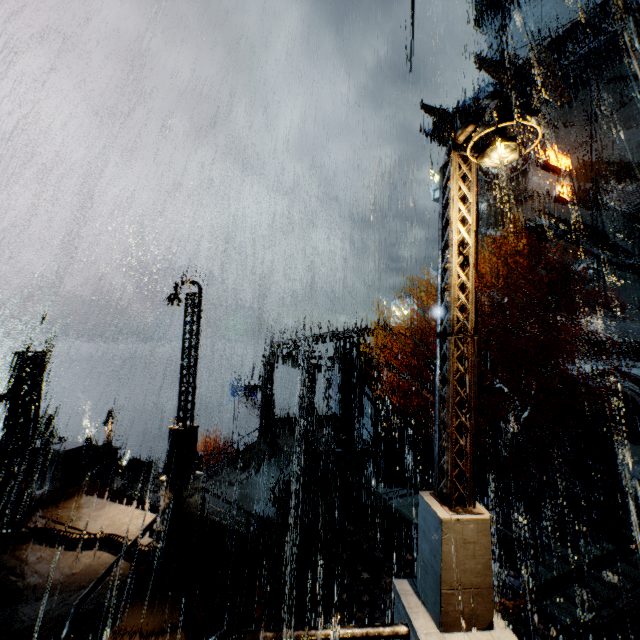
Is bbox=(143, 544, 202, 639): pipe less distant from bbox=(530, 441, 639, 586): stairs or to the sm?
bbox=(530, 441, 639, 586): stairs

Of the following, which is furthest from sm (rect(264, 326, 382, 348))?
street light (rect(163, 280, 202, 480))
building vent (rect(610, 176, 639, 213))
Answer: building vent (rect(610, 176, 639, 213))

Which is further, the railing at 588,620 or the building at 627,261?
the building at 627,261

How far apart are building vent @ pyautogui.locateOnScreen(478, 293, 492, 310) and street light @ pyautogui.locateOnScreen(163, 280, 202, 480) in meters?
36.5

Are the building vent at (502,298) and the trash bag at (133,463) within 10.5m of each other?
no

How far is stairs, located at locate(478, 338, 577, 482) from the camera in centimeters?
2250cm

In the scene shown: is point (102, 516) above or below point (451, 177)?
below

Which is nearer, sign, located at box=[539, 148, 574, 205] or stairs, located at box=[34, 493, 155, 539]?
stairs, located at box=[34, 493, 155, 539]
